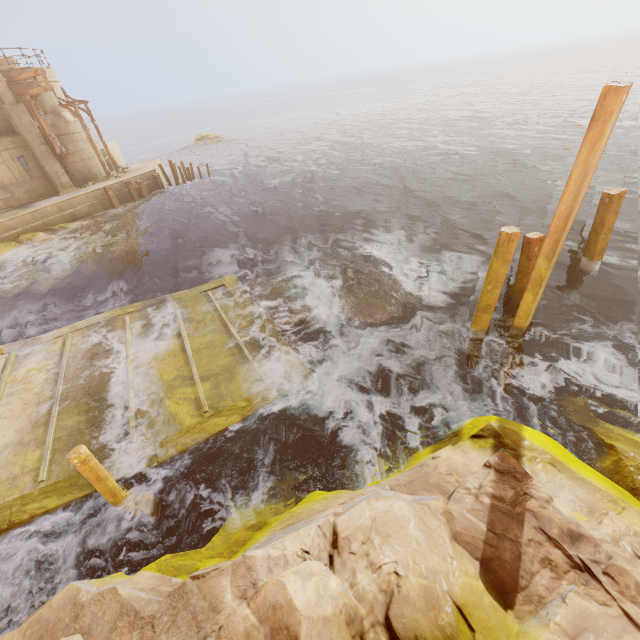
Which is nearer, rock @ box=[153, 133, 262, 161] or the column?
the column

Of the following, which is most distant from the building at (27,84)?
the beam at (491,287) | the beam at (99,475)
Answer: the beam at (491,287)

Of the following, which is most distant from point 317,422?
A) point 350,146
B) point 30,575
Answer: point 350,146

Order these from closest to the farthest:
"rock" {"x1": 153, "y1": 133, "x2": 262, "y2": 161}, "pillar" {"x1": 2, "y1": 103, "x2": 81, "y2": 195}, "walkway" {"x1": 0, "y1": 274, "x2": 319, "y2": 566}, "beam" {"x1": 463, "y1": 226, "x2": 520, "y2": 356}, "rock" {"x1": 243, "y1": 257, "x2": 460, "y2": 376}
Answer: "walkway" {"x1": 0, "y1": 274, "x2": 319, "y2": 566}, "beam" {"x1": 463, "y1": 226, "x2": 520, "y2": 356}, "rock" {"x1": 243, "y1": 257, "x2": 460, "y2": 376}, "pillar" {"x1": 2, "y1": 103, "x2": 81, "y2": 195}, "rock" {"x1": 153, "y1": 133, "x2": 262, "y2": 161}

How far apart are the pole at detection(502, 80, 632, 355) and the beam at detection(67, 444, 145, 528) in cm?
949

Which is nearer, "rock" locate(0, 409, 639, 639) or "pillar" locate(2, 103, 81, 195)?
"rock" locate(0, 409, 639, 639)

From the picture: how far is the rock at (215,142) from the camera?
45.19m

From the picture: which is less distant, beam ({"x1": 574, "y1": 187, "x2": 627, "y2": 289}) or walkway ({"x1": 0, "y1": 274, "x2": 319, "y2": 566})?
walkway ({"x1": 0, "y1": 274, "x2": 319, "y2": 566})
